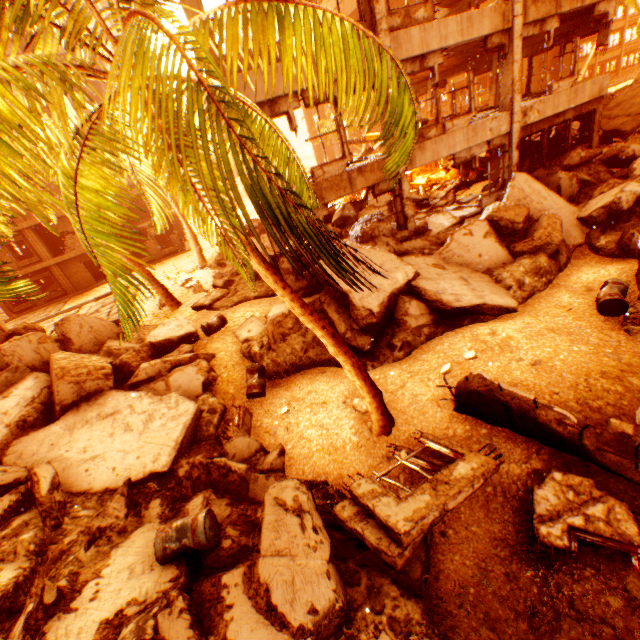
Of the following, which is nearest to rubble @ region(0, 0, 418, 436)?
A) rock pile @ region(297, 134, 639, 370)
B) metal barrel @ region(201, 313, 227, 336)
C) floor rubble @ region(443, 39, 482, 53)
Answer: → rock pile @ region(297, 134, 639, 370)

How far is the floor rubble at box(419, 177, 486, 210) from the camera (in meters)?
15.00

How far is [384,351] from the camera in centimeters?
841cm

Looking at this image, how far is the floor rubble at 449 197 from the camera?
15.00m

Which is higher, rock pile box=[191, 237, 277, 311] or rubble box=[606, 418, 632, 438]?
rock pile box=[191, 237, 277, 311]

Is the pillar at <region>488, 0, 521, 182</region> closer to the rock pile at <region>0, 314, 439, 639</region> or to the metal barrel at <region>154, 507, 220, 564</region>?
the rock pile at <region>0, 314, 439, 639</region>

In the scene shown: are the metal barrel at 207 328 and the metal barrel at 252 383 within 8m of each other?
yes

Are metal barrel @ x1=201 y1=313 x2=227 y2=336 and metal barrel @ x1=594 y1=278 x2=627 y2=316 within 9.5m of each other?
no
